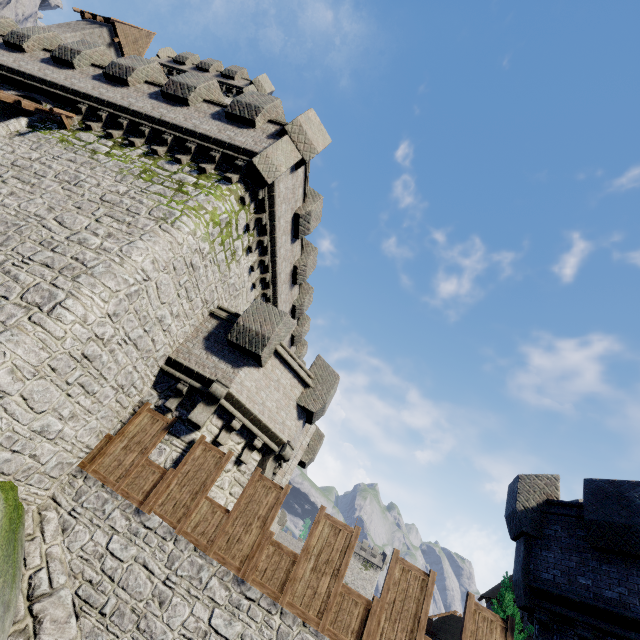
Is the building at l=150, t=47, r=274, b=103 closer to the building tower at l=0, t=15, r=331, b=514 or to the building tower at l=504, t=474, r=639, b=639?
the building tower at l=0, t=15, r=331, b=514

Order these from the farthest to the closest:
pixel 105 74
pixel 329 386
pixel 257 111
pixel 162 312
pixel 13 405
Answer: pixel 105 74 → pixel 329 386 → pixel 257 111 → pixel 162 312 → pixel 13 405

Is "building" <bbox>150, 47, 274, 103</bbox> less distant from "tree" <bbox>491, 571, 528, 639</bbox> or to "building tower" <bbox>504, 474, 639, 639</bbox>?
"building tower" <bbox>504, 474, 639, 639</bbox>

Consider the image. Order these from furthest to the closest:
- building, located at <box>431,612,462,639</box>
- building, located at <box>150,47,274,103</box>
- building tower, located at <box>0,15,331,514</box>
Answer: building, located at <box>431,612,462,639</box> → building, located at <box>150,47,274,103</box> → building tower, located at <box>0,15,331,514</box>

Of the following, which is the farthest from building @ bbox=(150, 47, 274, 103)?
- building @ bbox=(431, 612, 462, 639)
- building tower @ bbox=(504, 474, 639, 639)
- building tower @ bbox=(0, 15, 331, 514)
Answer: building @ bbox=(431, 612, 462, 639)

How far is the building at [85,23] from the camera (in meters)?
25.20
